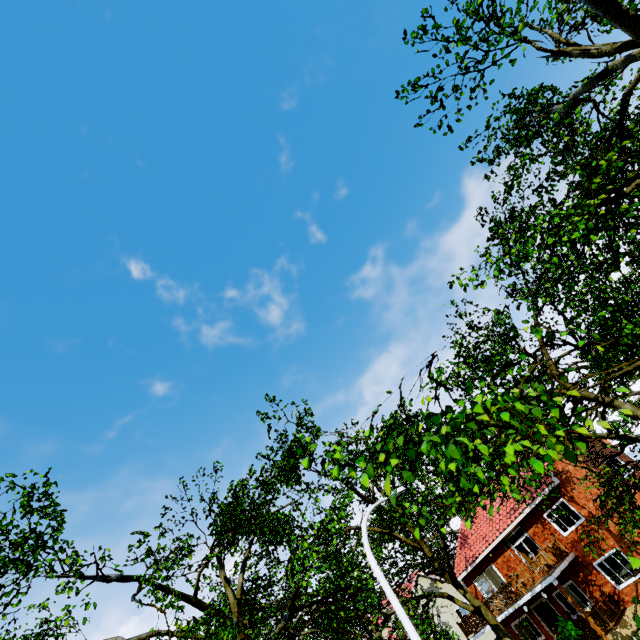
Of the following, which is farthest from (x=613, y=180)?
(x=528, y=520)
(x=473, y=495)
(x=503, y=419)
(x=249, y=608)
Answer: (x=528, y=520)

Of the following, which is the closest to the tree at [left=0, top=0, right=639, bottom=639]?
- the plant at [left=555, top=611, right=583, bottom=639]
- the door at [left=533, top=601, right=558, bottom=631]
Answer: the plant at [left=555, top=611, right=583, bottom=639]

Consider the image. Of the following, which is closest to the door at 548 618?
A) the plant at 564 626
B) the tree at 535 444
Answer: the plant at 564 626

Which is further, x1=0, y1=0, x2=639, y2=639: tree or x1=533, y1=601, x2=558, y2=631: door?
x1=533, y1=601, x2=558, y2=631: door

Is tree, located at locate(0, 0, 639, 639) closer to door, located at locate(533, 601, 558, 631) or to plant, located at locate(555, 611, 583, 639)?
plant, located at locate(555, 611, 583, 639)

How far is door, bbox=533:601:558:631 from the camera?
21.23m
